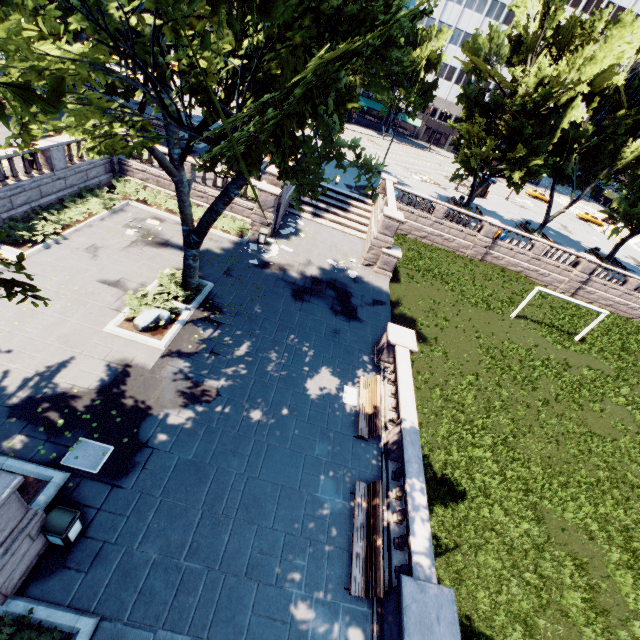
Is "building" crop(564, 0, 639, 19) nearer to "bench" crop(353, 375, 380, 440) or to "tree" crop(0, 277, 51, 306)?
"tree" crop(0, 277, 51, 306)

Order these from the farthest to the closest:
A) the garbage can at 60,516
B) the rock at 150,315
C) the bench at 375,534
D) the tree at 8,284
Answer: the rock at 150,315, the bench at 375,534, the garbage can at 60,516, the tree at 8,284

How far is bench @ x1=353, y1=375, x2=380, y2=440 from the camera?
12.1m

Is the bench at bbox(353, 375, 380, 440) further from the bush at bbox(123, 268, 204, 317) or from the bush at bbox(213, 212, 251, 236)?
the bush at bbox(213, 212, 251, 236)

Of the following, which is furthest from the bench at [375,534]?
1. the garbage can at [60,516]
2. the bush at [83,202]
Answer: the bush at [83,202]

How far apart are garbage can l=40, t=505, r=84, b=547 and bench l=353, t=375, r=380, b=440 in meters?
8.4 m

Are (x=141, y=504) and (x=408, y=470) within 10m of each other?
yes

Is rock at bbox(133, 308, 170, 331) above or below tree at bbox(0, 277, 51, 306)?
below
